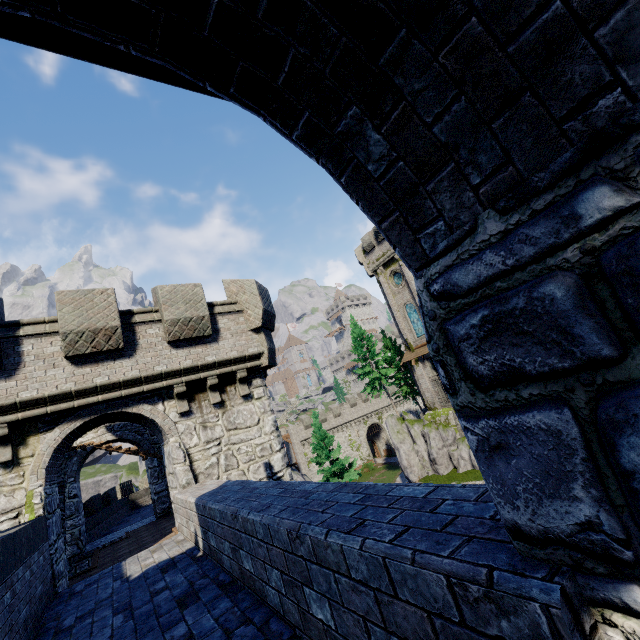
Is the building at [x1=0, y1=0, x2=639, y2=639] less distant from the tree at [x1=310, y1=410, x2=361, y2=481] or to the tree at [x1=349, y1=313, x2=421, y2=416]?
the tree at [x1=310, y1=410, x2=361, y2=481]

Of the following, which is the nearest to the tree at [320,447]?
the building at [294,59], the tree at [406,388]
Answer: the tree at [406,388]

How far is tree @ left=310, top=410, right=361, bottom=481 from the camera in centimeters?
2986cm

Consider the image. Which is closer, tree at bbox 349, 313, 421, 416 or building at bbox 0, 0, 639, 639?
building at bbox 0, 0, 639, 639

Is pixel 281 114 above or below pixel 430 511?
above

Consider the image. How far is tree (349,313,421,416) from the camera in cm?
3791

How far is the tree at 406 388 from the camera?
37.9m

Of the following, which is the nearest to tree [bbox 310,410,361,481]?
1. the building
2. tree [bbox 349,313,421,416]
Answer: tree [bbox 349,313,421,416]
